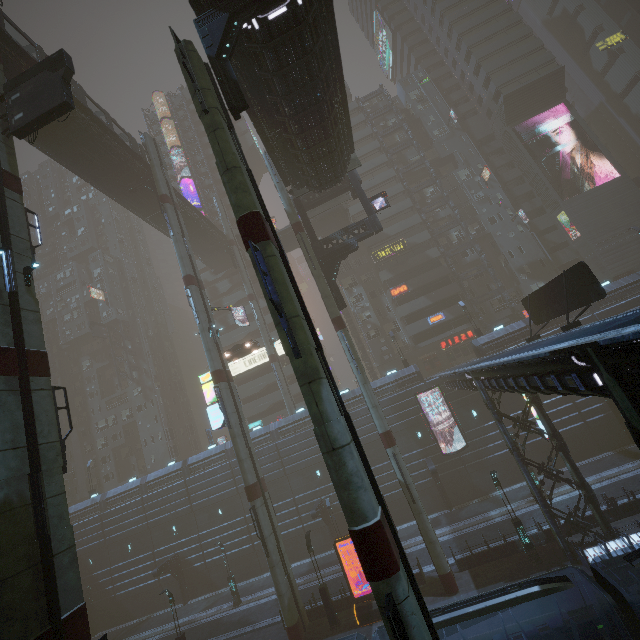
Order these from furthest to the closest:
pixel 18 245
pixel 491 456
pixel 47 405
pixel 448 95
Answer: pixel 448 95 < pixel 491 456 < pixel 18 245 < pixel 47 405

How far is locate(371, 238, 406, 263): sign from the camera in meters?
47.6 m

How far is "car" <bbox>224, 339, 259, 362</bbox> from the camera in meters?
34.8

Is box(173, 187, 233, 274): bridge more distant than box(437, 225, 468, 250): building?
No

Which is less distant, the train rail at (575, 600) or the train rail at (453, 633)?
the train rail at (575, 600)

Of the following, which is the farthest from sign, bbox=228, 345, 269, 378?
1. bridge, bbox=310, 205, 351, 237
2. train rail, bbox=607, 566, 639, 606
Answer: train rail, bbox=607, 566, 639, 606

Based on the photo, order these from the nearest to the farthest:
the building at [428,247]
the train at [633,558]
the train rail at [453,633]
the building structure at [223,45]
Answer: the train at [633,558], the building structure at [223,45], the train rail at [453,633], the building at [428,247]

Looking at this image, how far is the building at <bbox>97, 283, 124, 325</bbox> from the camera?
58.3 meters
